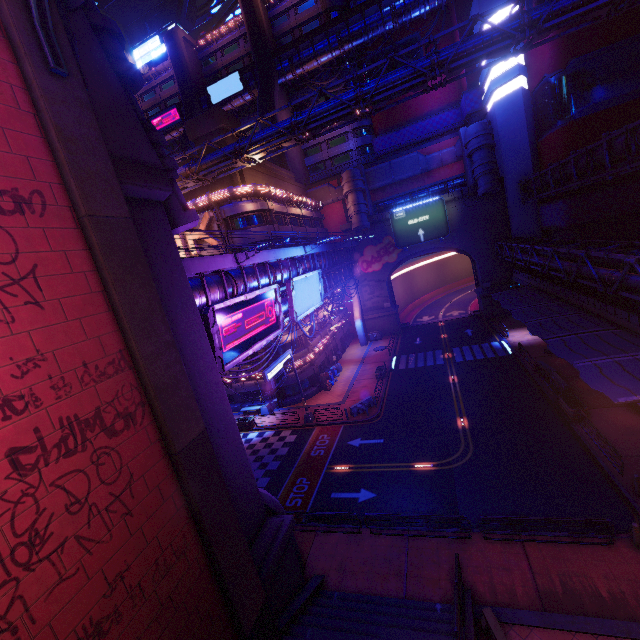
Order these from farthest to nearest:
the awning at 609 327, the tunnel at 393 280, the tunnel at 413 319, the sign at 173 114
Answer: the sign at 173 114 → the tunnel at 413 319 → the tunnel at 393 280 → the awning at 609 327

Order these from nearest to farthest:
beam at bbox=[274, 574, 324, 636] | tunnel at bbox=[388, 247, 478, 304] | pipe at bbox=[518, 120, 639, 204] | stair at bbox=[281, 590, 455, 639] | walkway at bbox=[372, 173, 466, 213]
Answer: stair at bbox=[281, 590, 455, 639], beam at bbox=[274, 574, 324, 636], pipe at bbox=[518, 120, 639, 204], walkway at bbox=[372, 173, 466, 213], tunnel at bbox=[388, 247, 478, 304]

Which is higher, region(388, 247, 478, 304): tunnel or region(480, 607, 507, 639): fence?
region(388, 247, 478, 304): tunnel

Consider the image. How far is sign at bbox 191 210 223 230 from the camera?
30.3m

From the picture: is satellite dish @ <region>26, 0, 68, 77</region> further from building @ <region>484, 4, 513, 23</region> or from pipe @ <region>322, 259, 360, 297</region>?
building @ <region>484, 4, 513, 23</region>

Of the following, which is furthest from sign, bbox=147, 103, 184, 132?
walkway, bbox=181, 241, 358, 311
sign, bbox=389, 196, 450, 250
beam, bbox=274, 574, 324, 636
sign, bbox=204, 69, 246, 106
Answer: beam, bbox=274, 574, 324, 636

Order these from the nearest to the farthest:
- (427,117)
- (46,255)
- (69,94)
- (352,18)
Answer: (46,255) < (69,94) < (352,18) < (427,117)

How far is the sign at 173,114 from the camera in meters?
56.9 m
